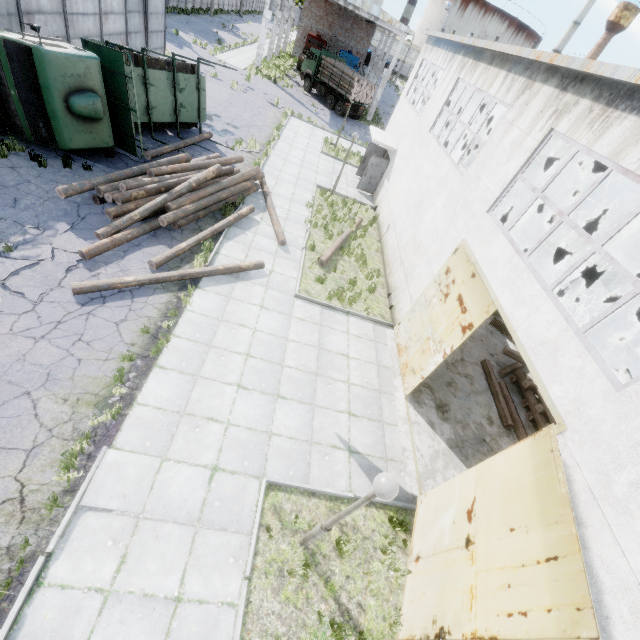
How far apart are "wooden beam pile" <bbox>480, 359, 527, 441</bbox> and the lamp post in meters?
7.3 m

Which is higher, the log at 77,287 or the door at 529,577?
the door at 529,577

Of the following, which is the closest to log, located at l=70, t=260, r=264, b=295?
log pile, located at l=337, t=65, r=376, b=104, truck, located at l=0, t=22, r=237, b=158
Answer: truck, located at l=0, t=22, r=237, b=158

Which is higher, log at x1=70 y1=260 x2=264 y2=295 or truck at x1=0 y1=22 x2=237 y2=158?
truck at x1=0 y1=22 x2=237 y2=158

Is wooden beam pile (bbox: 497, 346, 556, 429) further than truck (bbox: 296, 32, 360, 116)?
No

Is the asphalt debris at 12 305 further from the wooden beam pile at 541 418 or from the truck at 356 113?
the truck at 356 113

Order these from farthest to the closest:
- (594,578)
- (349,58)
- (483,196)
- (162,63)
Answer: (349,58) < (162,63) < (483,196) < (594,578)

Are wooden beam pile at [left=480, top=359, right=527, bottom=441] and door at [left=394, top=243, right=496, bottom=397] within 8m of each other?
yes
